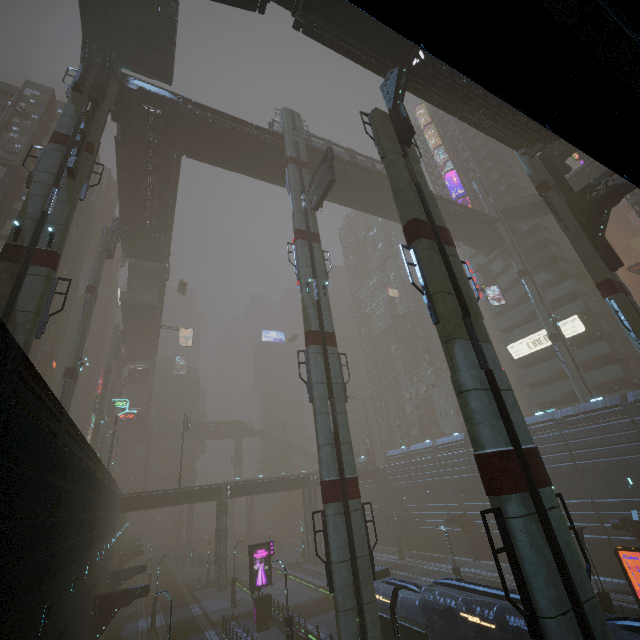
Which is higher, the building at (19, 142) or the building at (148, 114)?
the building at (19, 142)

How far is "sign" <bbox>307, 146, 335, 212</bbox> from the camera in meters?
24.5

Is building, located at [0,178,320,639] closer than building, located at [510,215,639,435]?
Yes

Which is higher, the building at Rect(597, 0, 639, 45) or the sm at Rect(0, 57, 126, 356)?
the sm at Rect(0, 57, 126, 356)

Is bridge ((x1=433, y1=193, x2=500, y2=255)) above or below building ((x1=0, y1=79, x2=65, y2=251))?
below

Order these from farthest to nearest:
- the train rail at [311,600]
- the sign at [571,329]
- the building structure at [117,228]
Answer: the sign at [571,329] < the building structure at [117,228] < the train rail at [311,600]

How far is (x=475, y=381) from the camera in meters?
10.1 m

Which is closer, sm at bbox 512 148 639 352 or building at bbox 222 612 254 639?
sm at bbox 512 148 639 352
